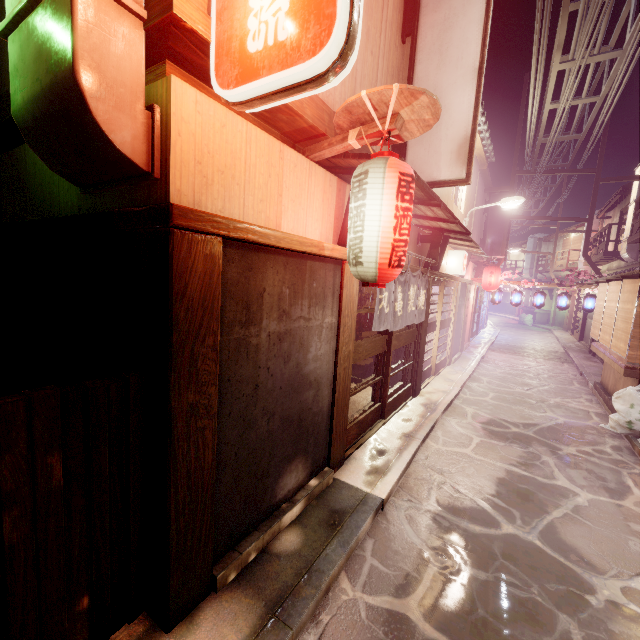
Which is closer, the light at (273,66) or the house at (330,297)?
the light at (273,66)

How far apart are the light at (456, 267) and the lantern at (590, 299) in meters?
12.0 m

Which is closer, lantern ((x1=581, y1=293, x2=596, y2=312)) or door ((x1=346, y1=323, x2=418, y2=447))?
door ((x1=346, y1=323, x2=418, y2=447))

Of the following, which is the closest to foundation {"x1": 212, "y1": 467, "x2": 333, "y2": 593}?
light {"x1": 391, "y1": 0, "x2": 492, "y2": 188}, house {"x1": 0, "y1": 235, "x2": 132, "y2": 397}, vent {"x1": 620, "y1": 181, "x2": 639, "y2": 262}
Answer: house {"x1": 0, "y1": 235, "x2": 132, "y2": 397}

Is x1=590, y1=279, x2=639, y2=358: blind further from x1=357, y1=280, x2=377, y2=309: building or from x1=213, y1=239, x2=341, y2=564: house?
x1=213, y1=239, x2=341, y2=564: house

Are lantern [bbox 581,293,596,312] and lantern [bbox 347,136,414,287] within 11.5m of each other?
no

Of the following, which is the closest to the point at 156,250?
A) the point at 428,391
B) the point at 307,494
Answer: the point at 307,494

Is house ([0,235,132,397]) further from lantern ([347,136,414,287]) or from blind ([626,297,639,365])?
blind ([626,297,639,365])
